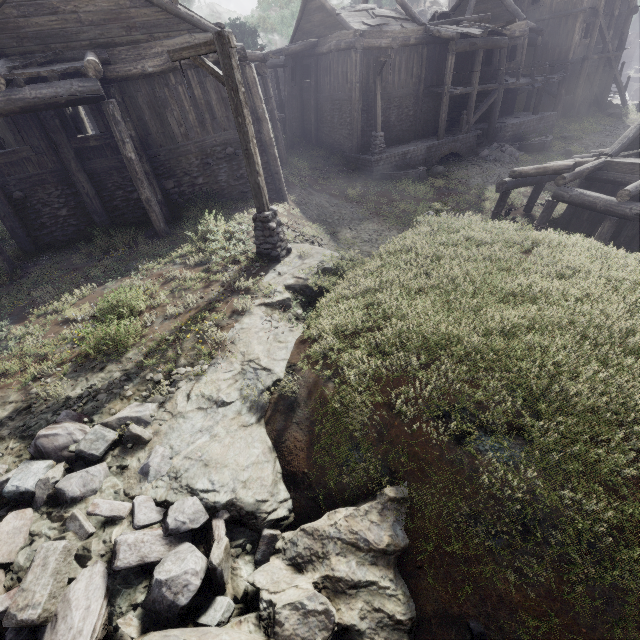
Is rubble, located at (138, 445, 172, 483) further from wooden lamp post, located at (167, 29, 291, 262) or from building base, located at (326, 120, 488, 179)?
building base, located at (326, 120, 488, 179)

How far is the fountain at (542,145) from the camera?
22.1 meters

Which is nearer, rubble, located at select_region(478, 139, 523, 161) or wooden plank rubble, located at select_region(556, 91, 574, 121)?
rubble, located at select_region(478, 139, 523, 161)

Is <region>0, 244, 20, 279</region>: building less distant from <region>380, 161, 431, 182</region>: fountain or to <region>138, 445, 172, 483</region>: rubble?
<region>380, 161, 431, 182</region>: fountain

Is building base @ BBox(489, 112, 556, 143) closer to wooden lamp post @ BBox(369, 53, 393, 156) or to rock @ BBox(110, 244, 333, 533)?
wooden lamp post @ BBox(369, 53, 393, 156)

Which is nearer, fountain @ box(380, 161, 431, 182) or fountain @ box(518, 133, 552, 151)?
fountain @ box(380, 161, 431, 182)

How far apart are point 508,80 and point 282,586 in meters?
28.9

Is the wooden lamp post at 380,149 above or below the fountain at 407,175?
above
